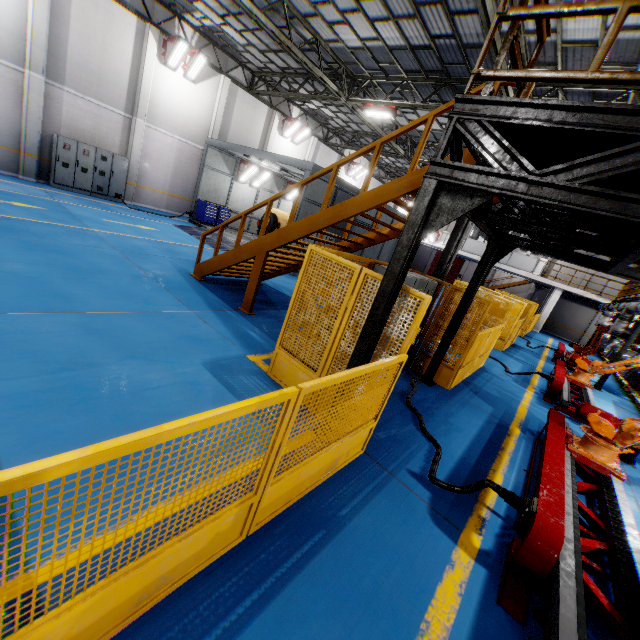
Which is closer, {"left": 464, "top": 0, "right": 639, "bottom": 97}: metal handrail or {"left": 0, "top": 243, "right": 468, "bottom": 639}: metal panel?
{"left": 0, "top": 243, "right": 468, "bottom": 639}: metal panel

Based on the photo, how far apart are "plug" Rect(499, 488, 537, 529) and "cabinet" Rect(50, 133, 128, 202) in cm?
1903

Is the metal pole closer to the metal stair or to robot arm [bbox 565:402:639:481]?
robot arm [bbox 565:402:639:481]

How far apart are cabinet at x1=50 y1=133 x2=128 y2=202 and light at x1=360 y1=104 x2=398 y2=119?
11.4m

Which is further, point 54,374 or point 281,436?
point 54,374

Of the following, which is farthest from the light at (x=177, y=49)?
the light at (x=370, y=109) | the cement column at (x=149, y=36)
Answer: the light at (x=370, y=109)

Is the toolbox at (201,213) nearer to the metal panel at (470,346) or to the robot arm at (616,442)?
the metal panel at (470,346)

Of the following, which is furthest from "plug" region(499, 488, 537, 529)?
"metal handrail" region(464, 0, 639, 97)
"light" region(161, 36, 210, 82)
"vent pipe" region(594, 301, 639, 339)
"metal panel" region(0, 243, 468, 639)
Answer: "light" region(161, 36, 210, 82)
